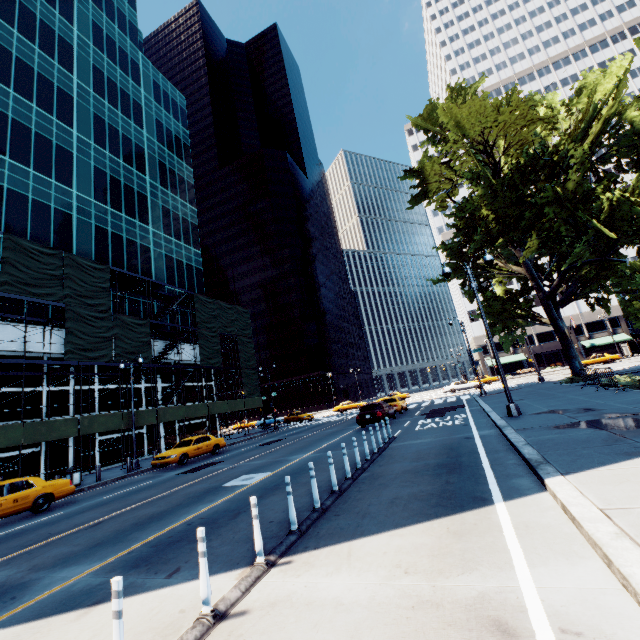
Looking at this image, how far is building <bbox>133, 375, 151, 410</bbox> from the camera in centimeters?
2944cm

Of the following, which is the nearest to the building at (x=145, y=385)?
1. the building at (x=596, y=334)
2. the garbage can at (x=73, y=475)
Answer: the garbage can at (x=73, y=475)

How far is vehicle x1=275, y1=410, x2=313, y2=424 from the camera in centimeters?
4134cm

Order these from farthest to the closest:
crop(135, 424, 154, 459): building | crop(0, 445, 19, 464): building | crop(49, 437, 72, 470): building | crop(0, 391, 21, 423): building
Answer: crop(135, 424, 154, 459): building < crop(49, 437, 72, 470): building < crop(0, 391, 21, 423): building < crop(0, 445, 19, 464): building

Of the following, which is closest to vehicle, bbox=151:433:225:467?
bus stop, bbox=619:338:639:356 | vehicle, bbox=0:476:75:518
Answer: vehicle, bbox=0:476:75:518

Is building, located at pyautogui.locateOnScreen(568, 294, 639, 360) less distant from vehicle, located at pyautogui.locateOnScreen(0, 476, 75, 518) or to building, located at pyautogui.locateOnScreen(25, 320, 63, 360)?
building, located at pyautogui.locateOnScreen(25, 320, 63, 360)

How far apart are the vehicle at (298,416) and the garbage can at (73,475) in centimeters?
2588cm

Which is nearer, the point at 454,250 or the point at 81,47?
the point at 454,250
